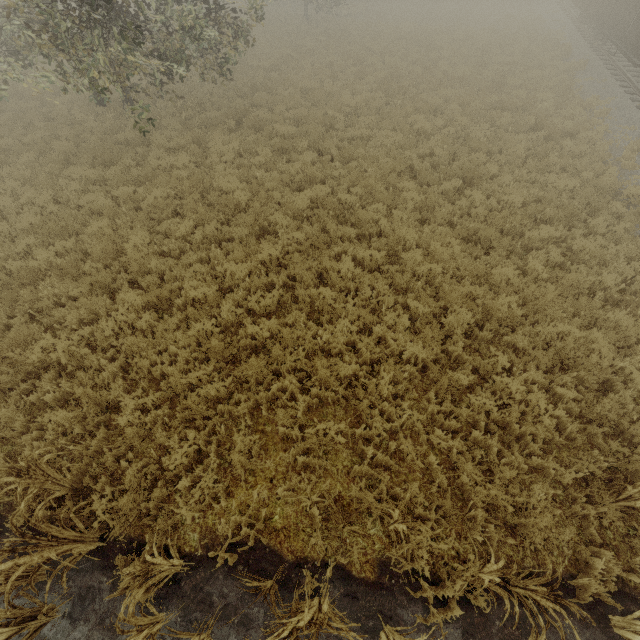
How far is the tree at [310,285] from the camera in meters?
5.9

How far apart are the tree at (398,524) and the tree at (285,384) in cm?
248

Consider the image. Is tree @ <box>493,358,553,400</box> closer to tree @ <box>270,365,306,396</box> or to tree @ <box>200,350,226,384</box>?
tree @ <box>200,350,226,384</box>

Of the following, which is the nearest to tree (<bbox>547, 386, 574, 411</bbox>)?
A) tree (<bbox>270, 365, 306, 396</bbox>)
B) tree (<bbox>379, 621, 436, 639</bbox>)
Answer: tree (<bbox>379, 621, 436, 639</bbox>)

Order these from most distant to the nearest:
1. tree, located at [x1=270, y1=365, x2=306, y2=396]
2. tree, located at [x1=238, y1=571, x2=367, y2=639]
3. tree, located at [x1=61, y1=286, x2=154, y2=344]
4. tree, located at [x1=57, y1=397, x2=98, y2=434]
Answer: tree, located at [x1=61, y1=286, x2=154, y2=344], tree, located at [x1=270, y1=365, x2=306, y2=396], tree, located at [x1=57, y1=397, x2=98, y2=434], tree, located at [x1=238, y1=571, x2=367, y2=639]

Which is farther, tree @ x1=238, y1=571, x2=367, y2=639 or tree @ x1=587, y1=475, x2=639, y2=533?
tree @ x1=587, y1=475, x2=639, y2=533

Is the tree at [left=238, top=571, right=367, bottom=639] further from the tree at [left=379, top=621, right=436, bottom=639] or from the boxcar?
the boxcar

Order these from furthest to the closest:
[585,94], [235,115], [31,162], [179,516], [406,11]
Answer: [406,11] → [585,94] → [235,115] → [31,162] → [179,516]
